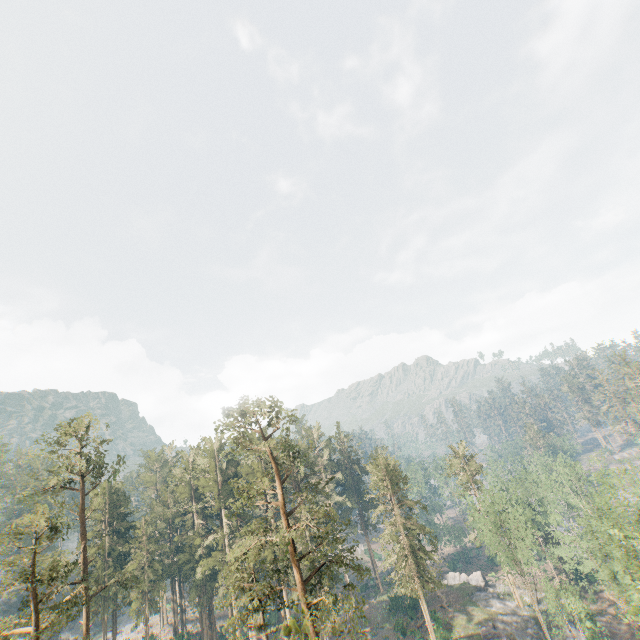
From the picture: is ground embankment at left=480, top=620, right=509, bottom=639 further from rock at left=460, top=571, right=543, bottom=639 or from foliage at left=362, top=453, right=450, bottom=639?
foliage at left=362, top=453, right=450, bottom=639

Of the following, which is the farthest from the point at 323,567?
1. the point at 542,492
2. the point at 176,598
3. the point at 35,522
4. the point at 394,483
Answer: the point at 542,492

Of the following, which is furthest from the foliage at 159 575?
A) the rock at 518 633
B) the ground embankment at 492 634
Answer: the ground embankment at 492 634

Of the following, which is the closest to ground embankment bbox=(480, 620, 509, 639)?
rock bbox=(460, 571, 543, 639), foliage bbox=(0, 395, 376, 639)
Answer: rock bbox=(460, 571, 543, 639)

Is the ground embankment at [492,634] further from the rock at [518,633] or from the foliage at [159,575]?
the foliage at [159,575]
